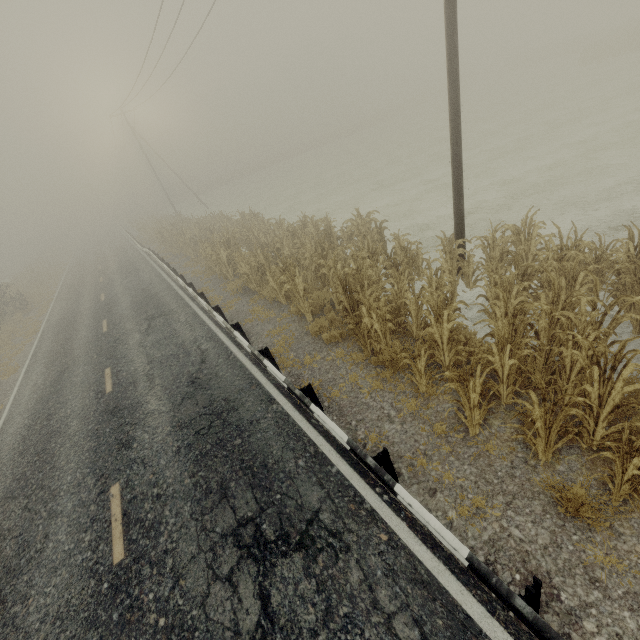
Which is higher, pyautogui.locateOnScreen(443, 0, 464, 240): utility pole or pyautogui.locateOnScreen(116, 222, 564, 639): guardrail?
pyautogui.locateOnScreen(443, 0, 464, 240): utility pole

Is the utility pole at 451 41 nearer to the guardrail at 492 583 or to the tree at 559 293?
the tree at 559 293

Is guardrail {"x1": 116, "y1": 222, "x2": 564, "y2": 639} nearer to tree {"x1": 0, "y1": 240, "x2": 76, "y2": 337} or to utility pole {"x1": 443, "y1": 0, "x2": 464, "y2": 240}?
utility pole {"x1": 443, "y1": 0, "x2": 464, "y2": 240}

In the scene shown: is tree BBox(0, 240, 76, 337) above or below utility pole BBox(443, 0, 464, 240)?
below

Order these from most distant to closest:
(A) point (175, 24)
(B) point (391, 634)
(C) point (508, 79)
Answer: (C) point (508, 79) → (A) point (175, 24) → (B) point (391, 634)

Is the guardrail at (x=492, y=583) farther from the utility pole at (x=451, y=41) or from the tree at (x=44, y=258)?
the tree at (x=44, y=258)

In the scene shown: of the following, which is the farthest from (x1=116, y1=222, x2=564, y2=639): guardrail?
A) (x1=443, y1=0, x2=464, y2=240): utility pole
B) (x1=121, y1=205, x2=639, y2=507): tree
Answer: (x1=443, y1=0, x2=464, y2=240): utility pole

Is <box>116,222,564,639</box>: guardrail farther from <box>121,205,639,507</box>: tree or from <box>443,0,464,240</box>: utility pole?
<box>443,0,464,240</box>: utility pole
